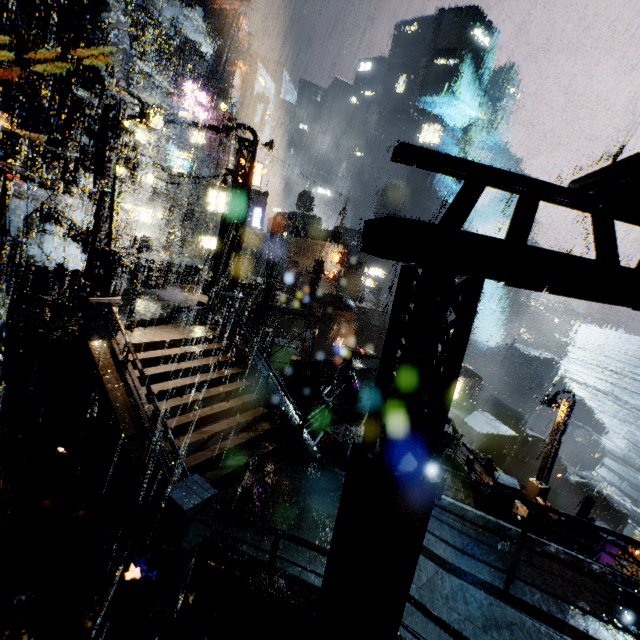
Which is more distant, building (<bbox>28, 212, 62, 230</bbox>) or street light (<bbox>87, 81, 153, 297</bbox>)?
building (<bbox>28, 212, 62, 230</bbox>)

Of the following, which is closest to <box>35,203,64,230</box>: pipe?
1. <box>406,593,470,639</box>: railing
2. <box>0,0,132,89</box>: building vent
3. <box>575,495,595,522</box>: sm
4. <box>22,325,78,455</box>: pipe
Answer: <box>0,0,132,89</box>: building vent

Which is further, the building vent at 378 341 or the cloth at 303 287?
the building vent at 378 341

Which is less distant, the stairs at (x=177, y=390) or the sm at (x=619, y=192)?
the sm at (x=619, y=192)

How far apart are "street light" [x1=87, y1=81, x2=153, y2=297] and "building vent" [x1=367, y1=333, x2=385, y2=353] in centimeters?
5073cm

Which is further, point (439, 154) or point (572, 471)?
point (572, 471)

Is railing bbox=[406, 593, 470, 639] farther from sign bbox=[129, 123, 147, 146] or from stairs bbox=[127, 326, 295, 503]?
sign bbox=[129, 123, 147, 146]

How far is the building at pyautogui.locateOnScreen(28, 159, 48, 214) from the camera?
16.19m
